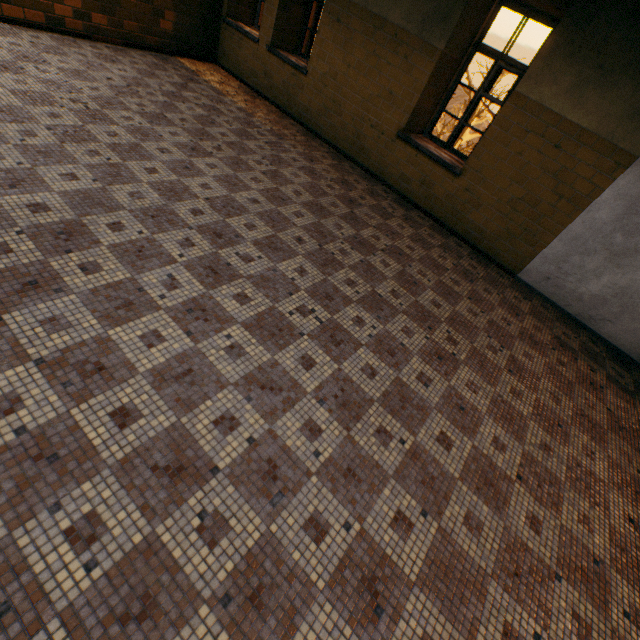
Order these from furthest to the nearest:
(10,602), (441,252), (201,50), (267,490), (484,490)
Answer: (201,50)
(441,252)
(484,490)
(267,490)
(10,602)
